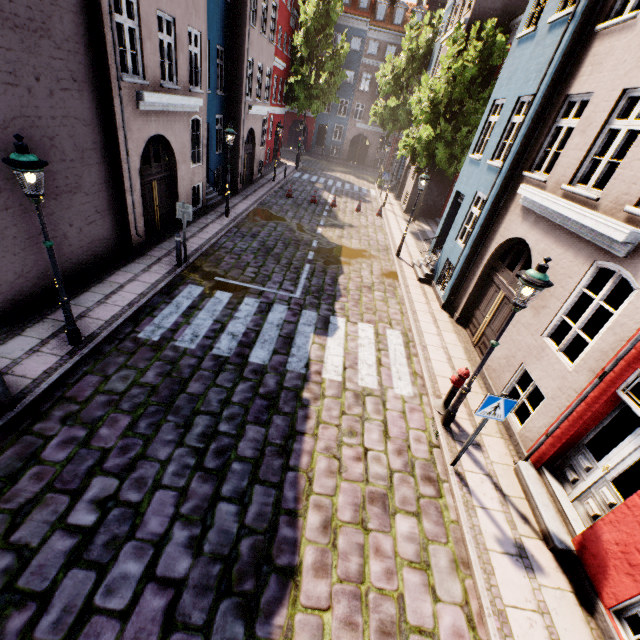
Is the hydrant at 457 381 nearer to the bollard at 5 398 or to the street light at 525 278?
the street light at 525 278

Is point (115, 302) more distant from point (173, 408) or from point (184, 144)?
point (184, 144)

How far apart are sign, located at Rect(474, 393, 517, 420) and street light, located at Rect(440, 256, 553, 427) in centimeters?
98cm

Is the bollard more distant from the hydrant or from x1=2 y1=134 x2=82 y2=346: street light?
the hydrant

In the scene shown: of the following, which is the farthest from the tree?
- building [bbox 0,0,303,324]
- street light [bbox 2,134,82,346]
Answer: street light [bbox 2,134,82,346]

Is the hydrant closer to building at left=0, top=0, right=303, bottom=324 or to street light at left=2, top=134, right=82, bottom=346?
building at left=0, top=0, right=303, bottom=324

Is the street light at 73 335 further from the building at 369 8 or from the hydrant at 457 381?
the hydrant at 457 381

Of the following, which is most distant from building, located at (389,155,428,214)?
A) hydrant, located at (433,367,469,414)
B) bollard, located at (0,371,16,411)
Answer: bollard, located at (0,371,16,411)
